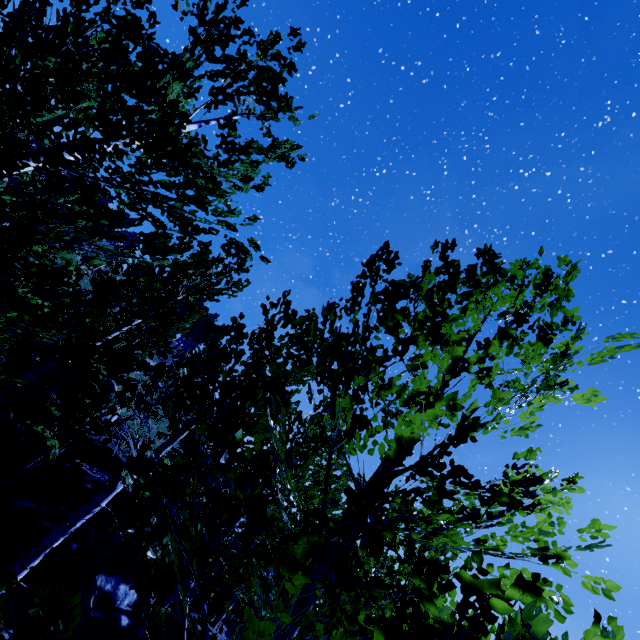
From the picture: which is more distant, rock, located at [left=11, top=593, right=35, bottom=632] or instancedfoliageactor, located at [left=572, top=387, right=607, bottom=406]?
rock, located at [left=11, top=593, right=35, bottom=632]

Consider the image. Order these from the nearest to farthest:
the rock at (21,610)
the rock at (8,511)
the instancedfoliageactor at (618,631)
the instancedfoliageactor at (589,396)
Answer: the instancedfoliageactor at (618,631) < the instancedfoliageactor at (589,396) < the rock at (21,610) < the rock at (8,511)

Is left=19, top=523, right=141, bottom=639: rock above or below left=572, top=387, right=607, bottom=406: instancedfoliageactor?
below

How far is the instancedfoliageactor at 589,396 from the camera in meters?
2.2

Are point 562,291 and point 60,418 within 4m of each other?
no

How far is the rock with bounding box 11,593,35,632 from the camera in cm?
689
